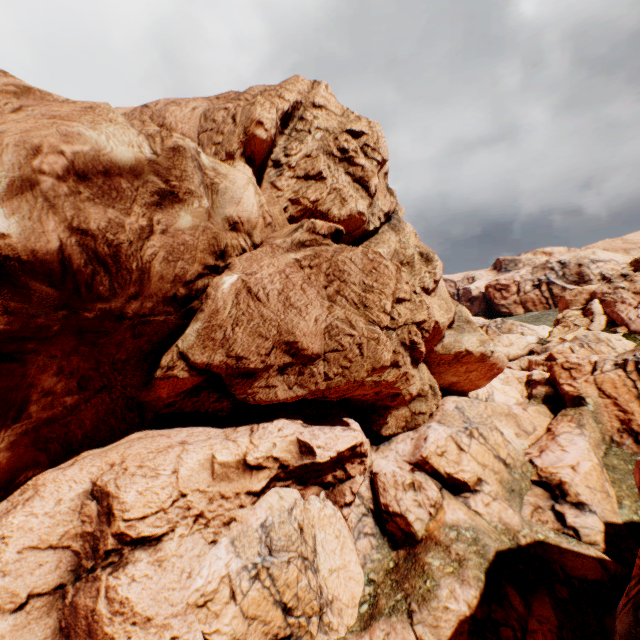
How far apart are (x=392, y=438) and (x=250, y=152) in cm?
2115
